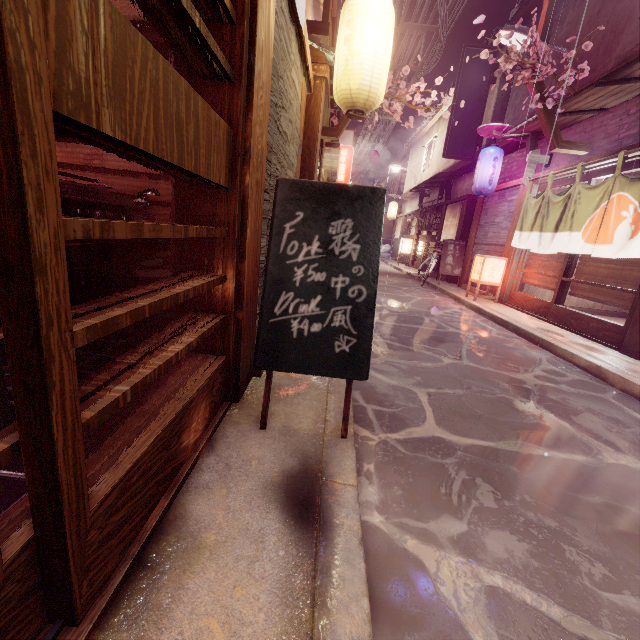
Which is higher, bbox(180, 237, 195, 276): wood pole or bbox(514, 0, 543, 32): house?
bbox(514, 0, 543, 32): house

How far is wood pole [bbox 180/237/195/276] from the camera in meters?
3.6 m

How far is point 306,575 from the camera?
2.1m

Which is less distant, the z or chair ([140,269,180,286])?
chair ([140,269,180,286])

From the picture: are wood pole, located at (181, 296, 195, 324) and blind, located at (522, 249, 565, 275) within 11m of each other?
no

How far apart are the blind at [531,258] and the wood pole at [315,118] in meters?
9.2

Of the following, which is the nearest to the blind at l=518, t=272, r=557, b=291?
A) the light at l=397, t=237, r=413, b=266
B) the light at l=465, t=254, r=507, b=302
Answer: the light at l=465, t=254, r=507, b=302

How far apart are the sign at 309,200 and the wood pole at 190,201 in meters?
0.7
